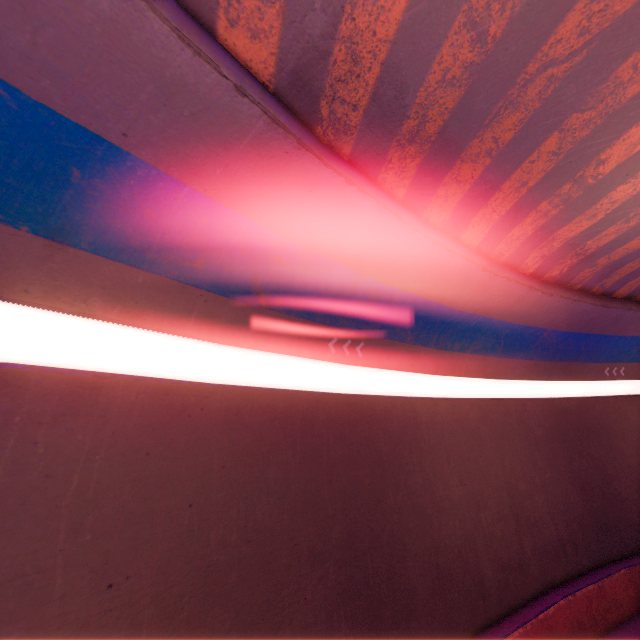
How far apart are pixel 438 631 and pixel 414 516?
2.5m
